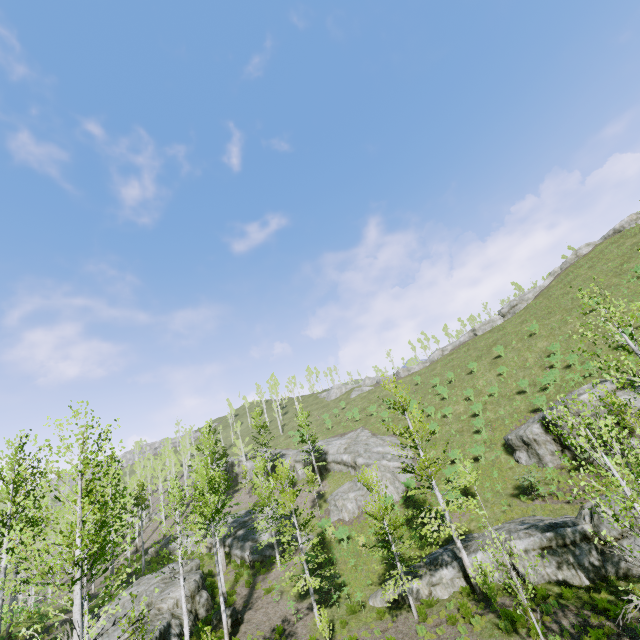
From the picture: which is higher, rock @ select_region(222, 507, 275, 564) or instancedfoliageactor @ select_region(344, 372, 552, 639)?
rock @ select_region(222, 507, 275, 564)

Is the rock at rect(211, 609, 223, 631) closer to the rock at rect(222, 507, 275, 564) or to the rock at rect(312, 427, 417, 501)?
the rock at rect(222, 507, 275, 564)

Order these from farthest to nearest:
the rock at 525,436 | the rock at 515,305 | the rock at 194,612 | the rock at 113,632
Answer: the rock at 515,305 < the rock at 525,436 < the rock at 194,612 < the rock at 113,632

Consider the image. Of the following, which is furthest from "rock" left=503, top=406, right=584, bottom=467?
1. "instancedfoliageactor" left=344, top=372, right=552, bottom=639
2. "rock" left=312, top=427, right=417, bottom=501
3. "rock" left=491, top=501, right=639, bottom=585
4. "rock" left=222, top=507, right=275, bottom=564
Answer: "rock" left=222, top=507, right=275, bottom=564

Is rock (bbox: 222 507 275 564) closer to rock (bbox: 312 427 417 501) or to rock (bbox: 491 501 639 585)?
rock (bbox: 312 427 417 501)

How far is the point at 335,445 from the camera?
41.2m

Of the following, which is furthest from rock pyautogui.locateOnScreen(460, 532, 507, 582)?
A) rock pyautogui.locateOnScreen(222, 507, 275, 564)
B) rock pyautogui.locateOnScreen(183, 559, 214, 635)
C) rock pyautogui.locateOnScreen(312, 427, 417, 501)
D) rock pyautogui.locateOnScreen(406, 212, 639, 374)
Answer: rock pyautogui.locateOnScreen(406, 212, 639, 374)

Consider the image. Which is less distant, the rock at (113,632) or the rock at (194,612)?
the rock at (113,632)
